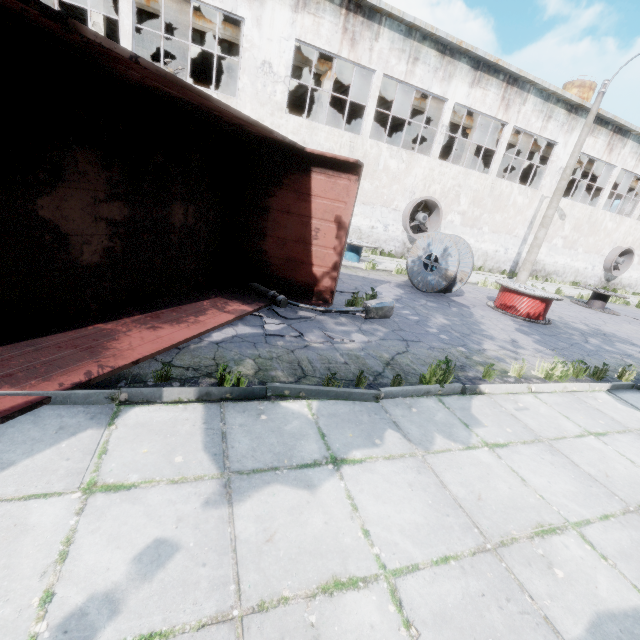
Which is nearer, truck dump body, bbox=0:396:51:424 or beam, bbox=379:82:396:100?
truck dump body, bbox=0:396:51:424

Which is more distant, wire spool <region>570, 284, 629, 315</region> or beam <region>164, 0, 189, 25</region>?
wire spool <region>570, 284, 629, 315</region>

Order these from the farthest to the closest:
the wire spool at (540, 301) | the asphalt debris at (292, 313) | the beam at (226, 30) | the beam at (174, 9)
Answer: the beam at (226, 30)
the beam at (174, 9)
the wire spool at (540, 301)
the asphalt debris at (292, 313)

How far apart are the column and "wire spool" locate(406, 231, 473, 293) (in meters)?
14.20

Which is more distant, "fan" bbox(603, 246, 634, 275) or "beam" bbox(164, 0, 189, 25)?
"fan" bbox(603, 246, 634, 275)

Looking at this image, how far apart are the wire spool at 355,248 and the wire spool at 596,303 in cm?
1055

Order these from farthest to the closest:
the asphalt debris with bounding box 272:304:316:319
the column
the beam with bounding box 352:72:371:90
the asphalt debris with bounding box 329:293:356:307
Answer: the beam with bounding box 352:72:371:90, the column, the asphalt debris with bounding box 329:293:356:307, the asphalt debris with bounding box 272:304:316:319

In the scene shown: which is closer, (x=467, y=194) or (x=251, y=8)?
(x=251, y=8)
